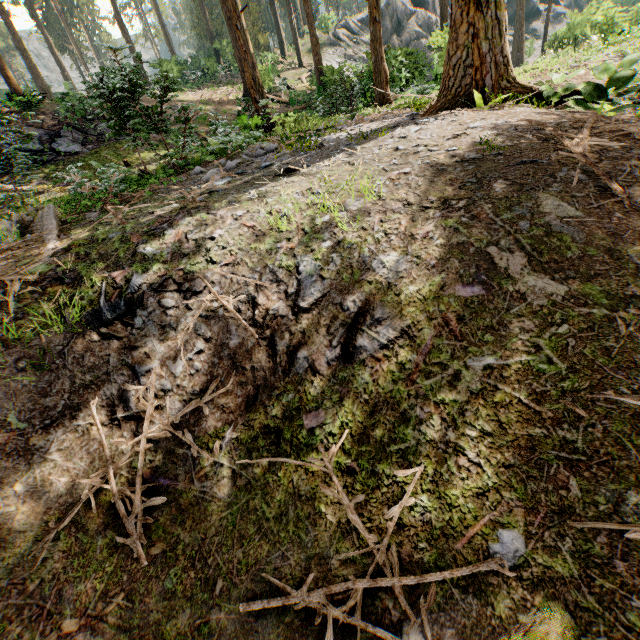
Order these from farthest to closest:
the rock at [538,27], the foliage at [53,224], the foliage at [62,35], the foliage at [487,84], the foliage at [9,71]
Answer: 1. the rock at [538,27]
2. the foliage at [9,71]
3. the foliage at [62,35]
4. the foliage at [487,84]
5. the foliage at [53,224]

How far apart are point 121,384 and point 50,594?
1.6 meters

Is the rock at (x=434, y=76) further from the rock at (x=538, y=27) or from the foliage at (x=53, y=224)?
the rock at (x=538, y=27)

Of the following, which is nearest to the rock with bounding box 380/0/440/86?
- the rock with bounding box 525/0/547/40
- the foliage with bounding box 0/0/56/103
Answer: the foliage with bounding box 0/0/56/103

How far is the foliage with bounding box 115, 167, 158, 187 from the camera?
5.97m

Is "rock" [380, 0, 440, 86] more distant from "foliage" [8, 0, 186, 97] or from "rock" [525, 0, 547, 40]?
"rock" [525, 0, 547, 40]

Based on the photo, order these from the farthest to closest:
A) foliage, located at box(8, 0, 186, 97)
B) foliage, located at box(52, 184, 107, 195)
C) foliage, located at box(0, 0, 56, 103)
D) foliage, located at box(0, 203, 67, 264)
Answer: foliage, located at box(0, 0, 56, 103) → foliage, located at box(8, 0, 186, 97) → foliage, located at box(52, 184, 107, 195) → foliage, located at box(0, 203, 67, 264)
